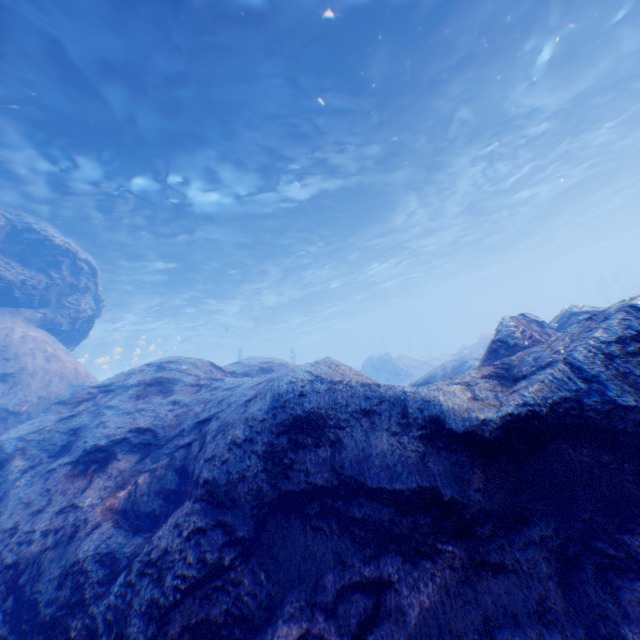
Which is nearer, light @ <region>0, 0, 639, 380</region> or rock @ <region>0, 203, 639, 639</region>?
rock @ <region>0, 203, 639, 639</region>

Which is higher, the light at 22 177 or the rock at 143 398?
the light at 22 177

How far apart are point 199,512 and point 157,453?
Answer: 2.1 meters

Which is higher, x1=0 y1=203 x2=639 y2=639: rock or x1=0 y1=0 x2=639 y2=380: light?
x1=0 y1=0 x2=639 y2=380: light

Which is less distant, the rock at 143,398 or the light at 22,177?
the rock at 143,398
